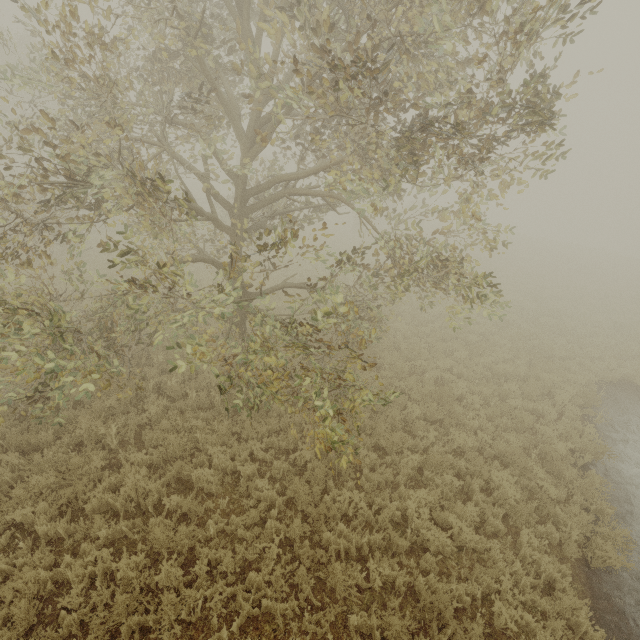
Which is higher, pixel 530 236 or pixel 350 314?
pixel 350 314
